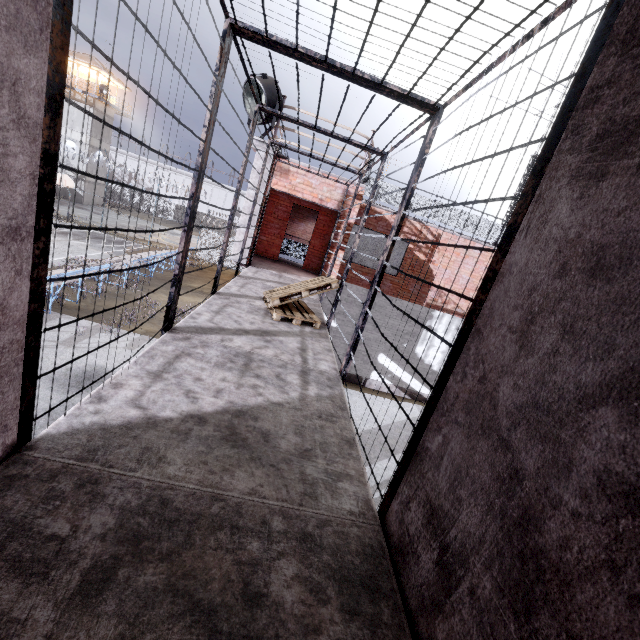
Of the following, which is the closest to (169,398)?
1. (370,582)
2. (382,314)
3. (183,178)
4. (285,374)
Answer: (285,374)

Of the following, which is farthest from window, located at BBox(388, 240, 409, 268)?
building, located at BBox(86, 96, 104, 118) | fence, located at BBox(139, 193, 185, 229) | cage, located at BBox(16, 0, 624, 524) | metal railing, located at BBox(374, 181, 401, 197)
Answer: building, located at BBox(86, 96, 104, 118)

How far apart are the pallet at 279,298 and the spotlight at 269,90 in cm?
455

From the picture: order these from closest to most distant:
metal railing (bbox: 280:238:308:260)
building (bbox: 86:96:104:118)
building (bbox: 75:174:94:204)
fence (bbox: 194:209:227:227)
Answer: metal railing (bbox: 280:238:308:260) < fence (bbox: 194:209:227:227) < building (bbox: 86:96:104:118) < building (bbox: 75:174:94:204)

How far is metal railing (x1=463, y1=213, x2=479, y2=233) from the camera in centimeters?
1232cm

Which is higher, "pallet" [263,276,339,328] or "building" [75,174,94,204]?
"pallet" [263,276,339,328]

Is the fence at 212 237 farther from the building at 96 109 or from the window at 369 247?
the building at 96 109

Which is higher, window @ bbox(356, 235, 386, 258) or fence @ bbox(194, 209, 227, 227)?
window @ bbox(356, 235, 386, 258)
